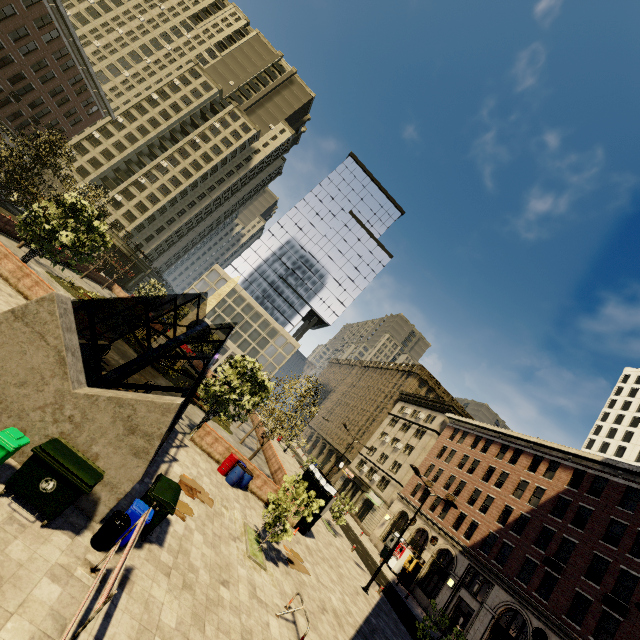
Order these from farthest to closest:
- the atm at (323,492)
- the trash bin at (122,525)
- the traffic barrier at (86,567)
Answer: the atm at (323,492) → the trash bin at (122,525) → the traffic barrier at (86,567)

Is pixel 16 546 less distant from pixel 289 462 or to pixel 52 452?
pixel 52 452

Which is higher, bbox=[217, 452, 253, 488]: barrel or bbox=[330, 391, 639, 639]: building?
bbox=[330, 391, 639, 639]: building

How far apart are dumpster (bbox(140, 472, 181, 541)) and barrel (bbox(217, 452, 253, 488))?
8.2m

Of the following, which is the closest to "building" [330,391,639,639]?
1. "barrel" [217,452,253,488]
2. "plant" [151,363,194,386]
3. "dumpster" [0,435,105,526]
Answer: "barrel" [217,452,253,488]

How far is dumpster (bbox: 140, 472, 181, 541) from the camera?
8.5m

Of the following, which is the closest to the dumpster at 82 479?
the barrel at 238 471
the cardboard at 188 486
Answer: the cardboard at 188 486

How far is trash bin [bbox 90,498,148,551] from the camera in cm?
715
